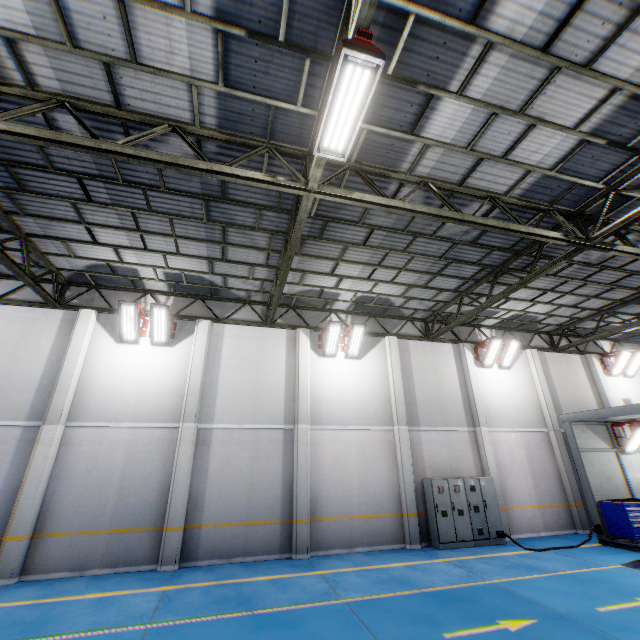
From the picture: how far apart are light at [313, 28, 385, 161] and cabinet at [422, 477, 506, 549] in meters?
11.4 m

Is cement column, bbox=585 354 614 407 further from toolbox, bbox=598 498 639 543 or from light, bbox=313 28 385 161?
light, bbox=313 28 385 161

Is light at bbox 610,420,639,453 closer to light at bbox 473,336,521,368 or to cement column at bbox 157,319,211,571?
light at bbox 473,336,521,368

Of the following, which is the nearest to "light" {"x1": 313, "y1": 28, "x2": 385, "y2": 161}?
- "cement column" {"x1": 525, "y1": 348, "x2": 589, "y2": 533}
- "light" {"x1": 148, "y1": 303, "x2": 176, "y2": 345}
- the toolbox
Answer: "light" {"x1": 148, "y1": 303, "x2": 176, "y2": 345}

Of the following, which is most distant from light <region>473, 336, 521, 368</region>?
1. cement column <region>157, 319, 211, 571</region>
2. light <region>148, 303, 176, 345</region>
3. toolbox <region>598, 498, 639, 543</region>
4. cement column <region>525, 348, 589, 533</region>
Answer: light <region>148, 303, 176, 345</region>

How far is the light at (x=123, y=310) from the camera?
11.1 meters

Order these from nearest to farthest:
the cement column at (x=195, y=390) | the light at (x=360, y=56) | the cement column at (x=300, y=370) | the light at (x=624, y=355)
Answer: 1. the light at (x=360, y=56)
2. the cement column at (x=195, y=390)
3. the cement column at (x=300, y=370)
4. the light at (x=624, y=355)

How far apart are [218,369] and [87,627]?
7.3m
